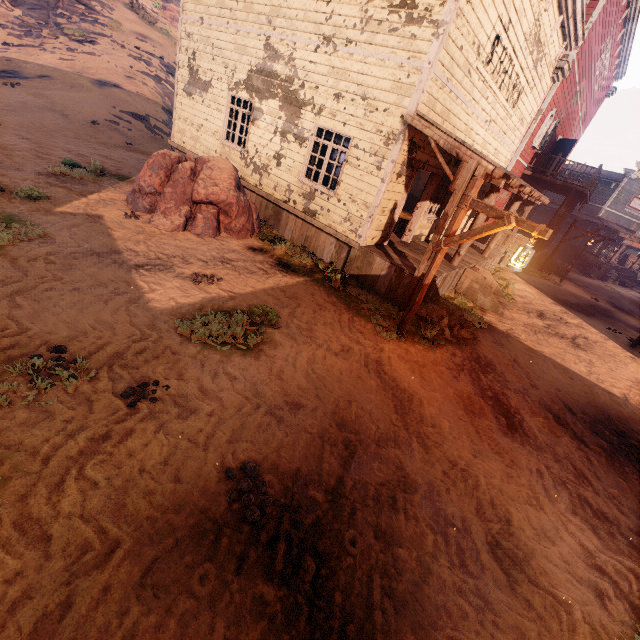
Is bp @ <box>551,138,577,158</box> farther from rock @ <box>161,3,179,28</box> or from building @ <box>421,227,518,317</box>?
rock @ <box>161,3,179,28</box>

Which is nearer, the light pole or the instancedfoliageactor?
the light pole

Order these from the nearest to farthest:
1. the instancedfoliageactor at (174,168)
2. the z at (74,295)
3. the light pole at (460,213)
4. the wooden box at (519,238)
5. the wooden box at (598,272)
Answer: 1. the z at (74,295)
2. the light pole at (460,213)
3. the instancedfoliageactor at (174,168)
4. the wooden box at (519,238)
5. the wooden box at (598,272)

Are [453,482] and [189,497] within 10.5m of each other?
yes

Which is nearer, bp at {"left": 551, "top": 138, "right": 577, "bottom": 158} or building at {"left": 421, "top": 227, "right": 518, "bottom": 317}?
building at {"left": 421, "top": 227, "right": 518, "bottom": 317}

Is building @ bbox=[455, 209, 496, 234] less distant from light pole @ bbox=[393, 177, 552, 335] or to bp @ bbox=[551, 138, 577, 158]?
bp @ bbox=[551, 138, 577, 158]

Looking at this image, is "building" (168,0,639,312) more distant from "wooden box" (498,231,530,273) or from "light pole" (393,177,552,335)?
"light pole" (393,177,552,335)

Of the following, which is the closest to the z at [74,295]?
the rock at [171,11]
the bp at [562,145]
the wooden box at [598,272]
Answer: the wooden box at [598,272]
